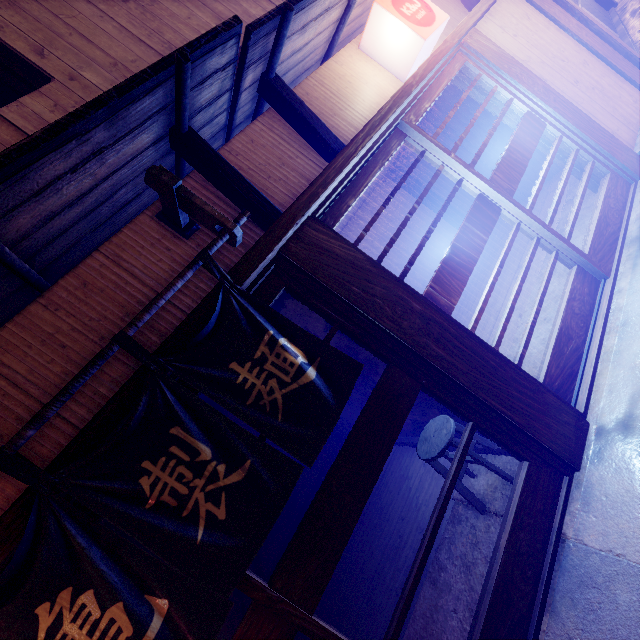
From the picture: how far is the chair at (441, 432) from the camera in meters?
5.2 m

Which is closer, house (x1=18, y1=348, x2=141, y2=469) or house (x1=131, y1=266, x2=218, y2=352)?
house (x1=18, y1=348, x2=141, y2=469)

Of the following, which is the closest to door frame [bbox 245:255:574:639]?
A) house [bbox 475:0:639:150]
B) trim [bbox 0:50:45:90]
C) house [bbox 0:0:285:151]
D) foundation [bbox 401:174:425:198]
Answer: house [bbox 0:0:285:151]

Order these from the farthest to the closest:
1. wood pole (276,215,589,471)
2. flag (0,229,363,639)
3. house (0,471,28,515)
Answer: wood pole (276,215,589,471)
house (0,471,28,515)
flag (0,229,363,639)

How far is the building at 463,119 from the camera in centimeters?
1170cm

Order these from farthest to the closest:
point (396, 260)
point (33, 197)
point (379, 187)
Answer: point (379, 187) < point (396, 260) < point (33, 197)

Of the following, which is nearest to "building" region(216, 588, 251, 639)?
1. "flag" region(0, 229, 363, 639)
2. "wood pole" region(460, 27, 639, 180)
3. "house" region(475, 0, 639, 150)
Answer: "flag" region(0, 229, 363, 639)

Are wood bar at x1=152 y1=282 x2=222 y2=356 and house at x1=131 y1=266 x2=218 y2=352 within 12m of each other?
yes
